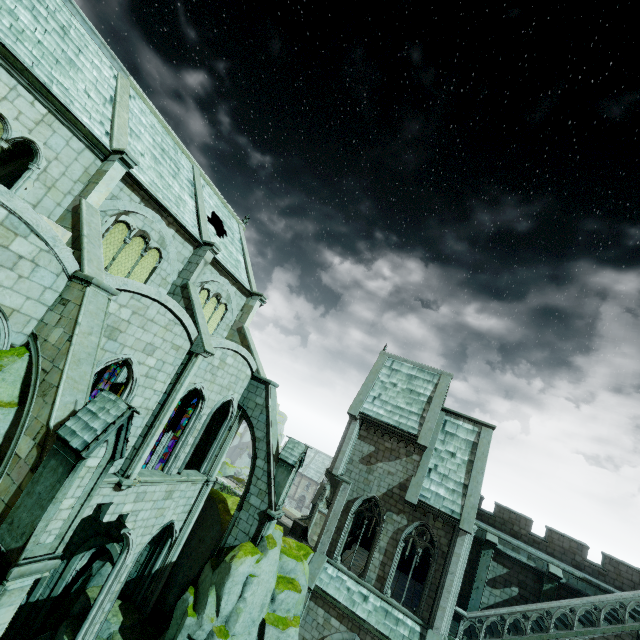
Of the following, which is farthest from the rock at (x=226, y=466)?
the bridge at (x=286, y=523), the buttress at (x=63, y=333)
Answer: the buttress at (x=63, y=333)

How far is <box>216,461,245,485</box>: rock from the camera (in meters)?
52.29

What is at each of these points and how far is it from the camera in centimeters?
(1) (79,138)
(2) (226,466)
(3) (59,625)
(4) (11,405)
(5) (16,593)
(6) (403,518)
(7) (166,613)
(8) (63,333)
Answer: (1) building, 1188cm
(2) rock, 5309cm
(3) rock, 1673cm
(4) rock, 837cm
(5) buttress, 652cm
(6) building, 1906cm
(7) rock, 1661cm
(8) buttress, 893cm

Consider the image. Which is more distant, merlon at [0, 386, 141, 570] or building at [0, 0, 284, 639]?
building at [0, 0, 284, 639]

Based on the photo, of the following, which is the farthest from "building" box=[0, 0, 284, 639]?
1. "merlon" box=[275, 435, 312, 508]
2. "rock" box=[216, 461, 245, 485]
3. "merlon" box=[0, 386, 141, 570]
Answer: "merlon" box=[0, 386, 141, 570]

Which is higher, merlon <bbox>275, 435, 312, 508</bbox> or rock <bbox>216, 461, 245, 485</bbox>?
merlon <bbox>275, 435, 312, 508</bbox>

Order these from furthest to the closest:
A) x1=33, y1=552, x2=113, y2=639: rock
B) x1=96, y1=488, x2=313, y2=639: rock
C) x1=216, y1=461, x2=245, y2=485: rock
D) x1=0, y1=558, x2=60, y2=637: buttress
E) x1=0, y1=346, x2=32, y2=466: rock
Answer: x1=216, y1=461, x2=245, y2=485: rock
x1=33, y1=552, x2=113, y2=639: rock
x1=96, y1=488, x2=313, y2=639: rock
x1=0, y1=346, x2=32, y2=466: rock
x1=0, y1=558, x2=60, y2=637: buttress

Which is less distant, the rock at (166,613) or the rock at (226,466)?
the rock at (166,613)
